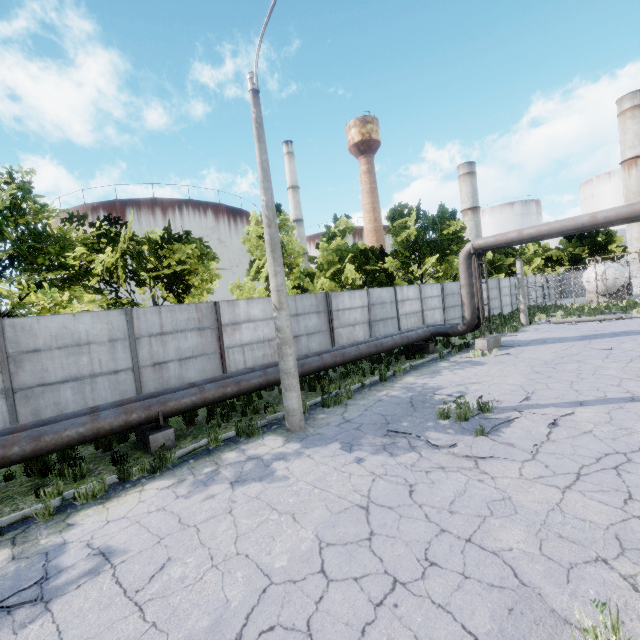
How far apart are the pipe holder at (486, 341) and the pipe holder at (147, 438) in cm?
1356

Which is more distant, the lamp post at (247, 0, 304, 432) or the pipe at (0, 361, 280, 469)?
the lamp post at (247, 0, 304, 432)

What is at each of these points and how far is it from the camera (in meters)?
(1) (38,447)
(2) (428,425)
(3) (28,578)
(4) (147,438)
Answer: (1) pipe, 6.33
(2) asphalt debris, 7.46
(3) asphalt debris, 4.16
(4) pipe holder, 7.75

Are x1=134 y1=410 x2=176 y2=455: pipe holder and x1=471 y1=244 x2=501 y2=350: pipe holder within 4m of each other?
no

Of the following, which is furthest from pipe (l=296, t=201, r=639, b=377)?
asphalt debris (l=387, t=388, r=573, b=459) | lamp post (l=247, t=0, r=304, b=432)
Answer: asphalt debris (l=387, t=388, r=573, b=459)

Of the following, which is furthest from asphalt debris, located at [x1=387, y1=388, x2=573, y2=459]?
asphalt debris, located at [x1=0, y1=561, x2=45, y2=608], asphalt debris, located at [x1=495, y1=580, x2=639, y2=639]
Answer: asphalt debris, located at [x1=0, y1=561, x2=45, y2=608]

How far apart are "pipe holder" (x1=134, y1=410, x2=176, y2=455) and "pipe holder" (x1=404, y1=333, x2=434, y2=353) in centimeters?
1239cm

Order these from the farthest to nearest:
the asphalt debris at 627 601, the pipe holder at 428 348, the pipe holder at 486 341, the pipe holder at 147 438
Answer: the pipe holder at 428 348 → the pipe holder at 486 341 → the pipe holder at 147 438 → the asphalt debris at 627 601
